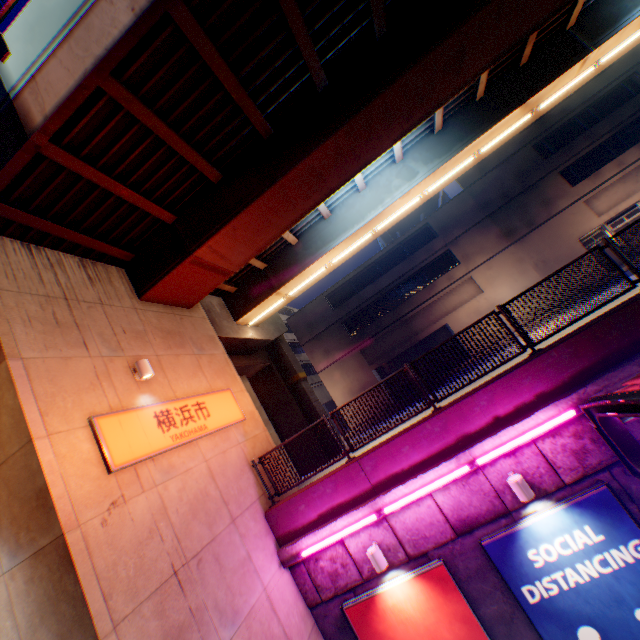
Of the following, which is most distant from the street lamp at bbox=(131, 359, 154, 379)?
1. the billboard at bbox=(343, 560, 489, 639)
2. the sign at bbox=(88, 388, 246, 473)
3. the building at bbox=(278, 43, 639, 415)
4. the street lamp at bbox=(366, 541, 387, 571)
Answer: the building at bbox=(278, 43, 639, 415)

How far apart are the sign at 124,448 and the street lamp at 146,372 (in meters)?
0.49

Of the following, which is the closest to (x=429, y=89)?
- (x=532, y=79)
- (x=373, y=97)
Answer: (x=373, y=97)

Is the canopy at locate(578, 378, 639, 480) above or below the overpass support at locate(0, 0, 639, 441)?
below

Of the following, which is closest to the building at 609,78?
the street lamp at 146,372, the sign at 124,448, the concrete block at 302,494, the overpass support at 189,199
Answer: the overpass support at 189,199

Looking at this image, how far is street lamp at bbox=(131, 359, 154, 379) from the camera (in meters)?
7.29

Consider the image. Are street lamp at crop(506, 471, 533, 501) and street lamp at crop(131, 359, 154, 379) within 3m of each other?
no

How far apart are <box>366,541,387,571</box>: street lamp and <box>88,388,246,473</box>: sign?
4.5 meters
